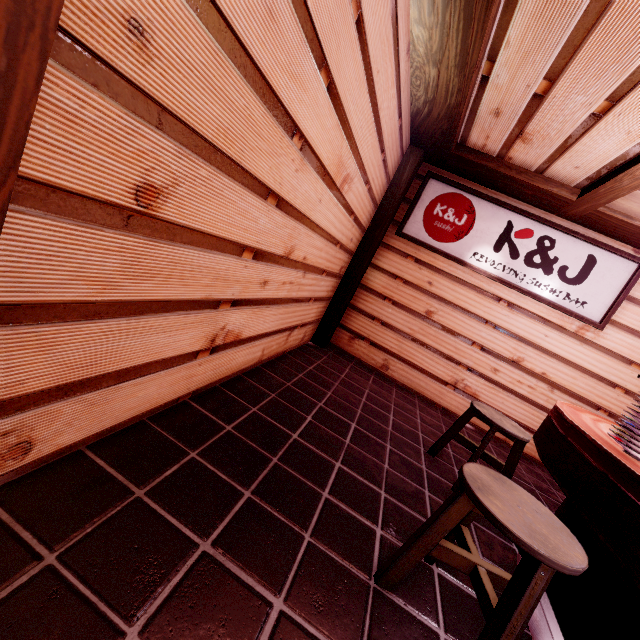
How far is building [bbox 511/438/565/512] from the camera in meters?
5.9

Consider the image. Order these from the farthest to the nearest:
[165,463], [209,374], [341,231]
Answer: [341,231] < [209,374] < [165,463]

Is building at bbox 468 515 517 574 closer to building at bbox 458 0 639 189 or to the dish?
building at bbox 458 0 639 189

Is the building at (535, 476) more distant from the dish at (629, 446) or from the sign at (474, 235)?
the dish at (629, 446)

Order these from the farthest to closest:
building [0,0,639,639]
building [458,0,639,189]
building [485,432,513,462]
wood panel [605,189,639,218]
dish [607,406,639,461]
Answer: building [485,432,513,462]
wood panel [605,189,639,218]
building [458,0,639,189]
dish [607,406,639,461]
building [0,0,639,639]

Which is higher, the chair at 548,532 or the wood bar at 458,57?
the wood bar at 458,57

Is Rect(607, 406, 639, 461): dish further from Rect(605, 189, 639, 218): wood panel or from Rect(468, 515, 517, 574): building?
Rect(605, 189, 639, 218): wood panel
